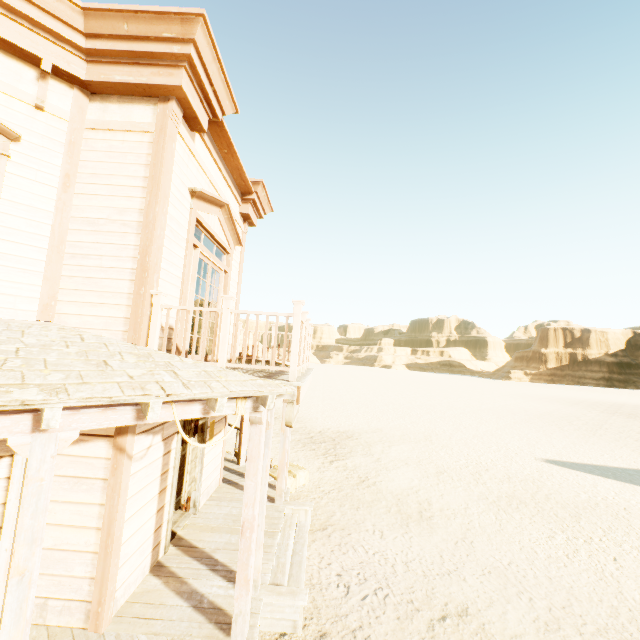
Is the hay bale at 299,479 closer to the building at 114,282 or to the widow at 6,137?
the building at 114,282

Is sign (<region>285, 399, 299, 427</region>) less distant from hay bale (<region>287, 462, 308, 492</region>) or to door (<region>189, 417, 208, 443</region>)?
door (<region>189, 417, 208, 443</region>)

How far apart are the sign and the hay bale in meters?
2.9 m

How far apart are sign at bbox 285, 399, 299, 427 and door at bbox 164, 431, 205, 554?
1.8 meters

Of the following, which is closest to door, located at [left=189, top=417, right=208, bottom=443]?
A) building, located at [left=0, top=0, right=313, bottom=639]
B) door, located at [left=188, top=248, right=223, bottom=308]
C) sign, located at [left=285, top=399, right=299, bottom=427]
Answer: building, located at [left=0, top=0, right=313, bottom=639]

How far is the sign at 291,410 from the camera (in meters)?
5.19

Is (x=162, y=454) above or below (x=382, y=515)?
above

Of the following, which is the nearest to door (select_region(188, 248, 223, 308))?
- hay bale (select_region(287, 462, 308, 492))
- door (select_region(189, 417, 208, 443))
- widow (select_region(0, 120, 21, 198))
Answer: door (select_region(189, 417, 208, 443))
